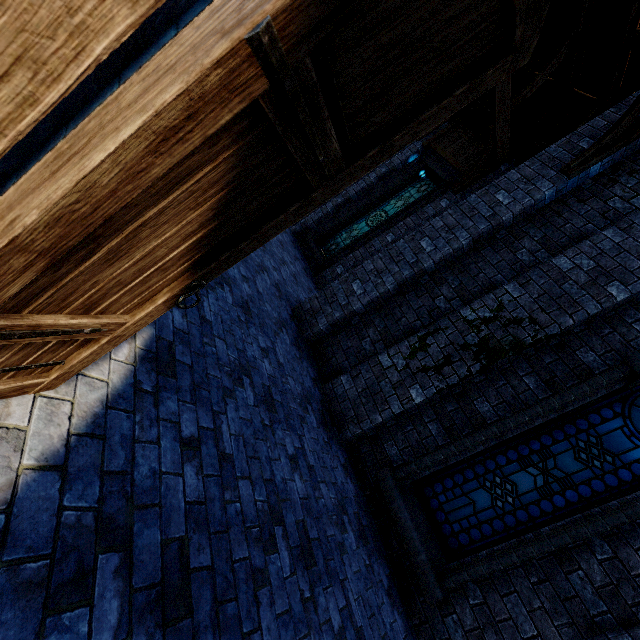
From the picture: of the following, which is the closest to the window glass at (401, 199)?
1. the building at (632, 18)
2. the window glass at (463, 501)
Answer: the building at (632, 18)

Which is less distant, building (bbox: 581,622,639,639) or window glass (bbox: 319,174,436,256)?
building (bbox: 581,622,639,639)

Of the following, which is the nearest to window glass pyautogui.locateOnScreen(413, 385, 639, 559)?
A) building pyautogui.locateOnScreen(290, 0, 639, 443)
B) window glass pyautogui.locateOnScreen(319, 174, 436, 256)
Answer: building pyautogui.locateOnScreen(290, 0, 639, 443)

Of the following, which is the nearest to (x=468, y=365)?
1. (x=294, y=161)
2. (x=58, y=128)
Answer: (x=294, y=161)

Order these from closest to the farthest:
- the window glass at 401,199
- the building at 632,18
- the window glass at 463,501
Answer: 1. the window glass at 463,501
2. the building at 632,18
3. the window glass at 401,199

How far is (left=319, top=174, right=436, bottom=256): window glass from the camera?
11.46m

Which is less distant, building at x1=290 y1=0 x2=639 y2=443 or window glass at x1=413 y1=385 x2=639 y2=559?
window glass at x1=413 y1=385 x2=639 y2=559

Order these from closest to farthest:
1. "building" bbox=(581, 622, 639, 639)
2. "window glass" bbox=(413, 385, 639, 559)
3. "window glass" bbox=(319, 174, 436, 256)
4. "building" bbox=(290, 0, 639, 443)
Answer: "building" bbox=(581, 622, 639, 639), "window glass" bbox=(413, 385, 639, 559), "building" bbox=(290, 0, 639, 443), "window glass" bbox=(319, 174, 436, 256)
